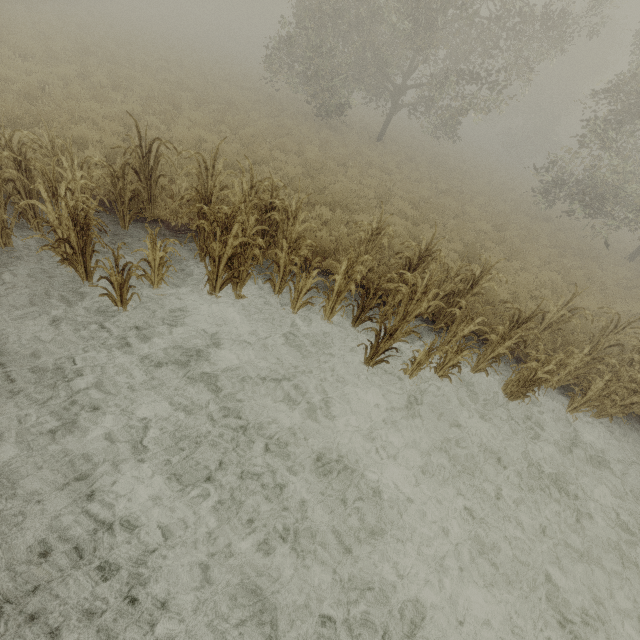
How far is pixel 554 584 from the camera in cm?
427
